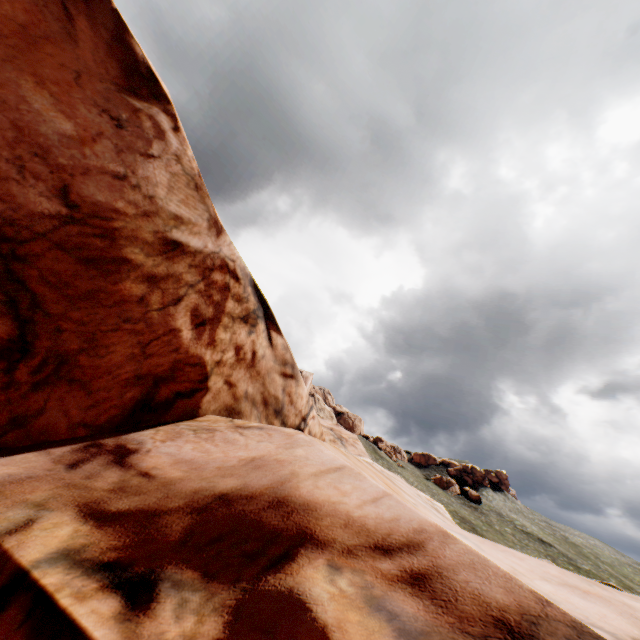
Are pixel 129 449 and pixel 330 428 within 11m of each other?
no
